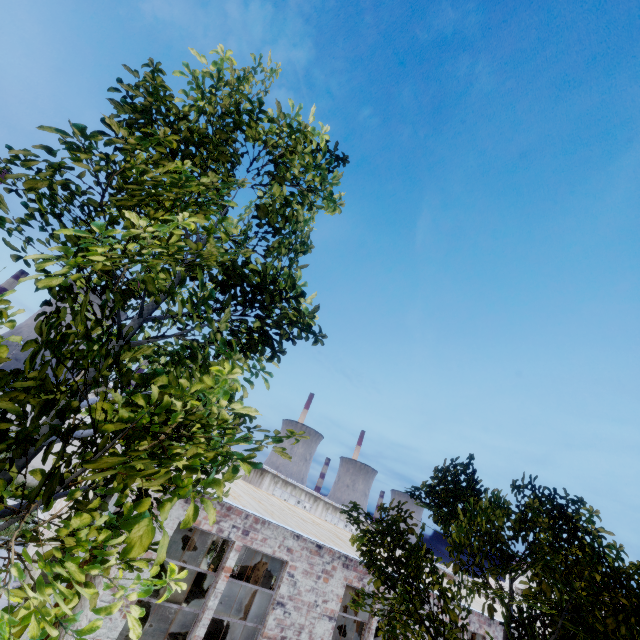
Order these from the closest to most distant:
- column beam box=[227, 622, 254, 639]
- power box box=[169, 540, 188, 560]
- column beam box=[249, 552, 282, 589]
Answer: column beam box=[227, 622, 254, 639] → column beam box=[249, 552, 282, 589] → power box box=[169, 540, 188, 560]

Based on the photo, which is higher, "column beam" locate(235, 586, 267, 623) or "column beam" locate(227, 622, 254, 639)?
"column beam" locate(235, 586, 267, 623)

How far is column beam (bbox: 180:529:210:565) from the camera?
15.7 meters

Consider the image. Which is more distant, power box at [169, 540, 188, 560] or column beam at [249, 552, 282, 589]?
power box at [169, 540, 188, 560]

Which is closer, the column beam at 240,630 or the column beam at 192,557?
the column beam at 240,630

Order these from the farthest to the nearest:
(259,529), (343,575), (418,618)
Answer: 1. (343,575)
2. (259,529)
3. (418,618)

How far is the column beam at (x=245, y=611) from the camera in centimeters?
1128cm

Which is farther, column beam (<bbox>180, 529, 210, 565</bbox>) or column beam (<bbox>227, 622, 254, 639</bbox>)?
column beam (<bbox>180, 529, 210, 565</bbox>)
